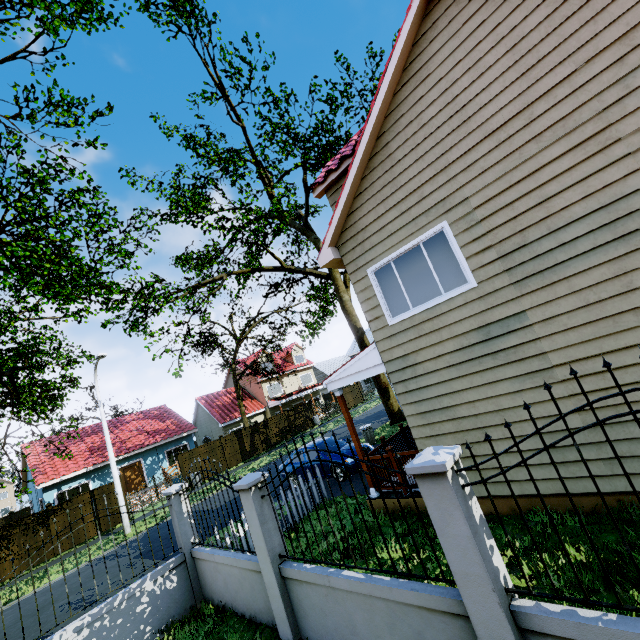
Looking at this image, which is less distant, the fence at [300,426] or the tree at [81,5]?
the tree at [81,5]

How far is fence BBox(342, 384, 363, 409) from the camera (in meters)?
36.12

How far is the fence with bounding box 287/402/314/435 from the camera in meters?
29.9

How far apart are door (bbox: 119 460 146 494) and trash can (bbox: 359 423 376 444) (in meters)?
18.47

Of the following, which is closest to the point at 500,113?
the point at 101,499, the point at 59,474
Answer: the point at 101,499

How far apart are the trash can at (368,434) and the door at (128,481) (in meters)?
18.47

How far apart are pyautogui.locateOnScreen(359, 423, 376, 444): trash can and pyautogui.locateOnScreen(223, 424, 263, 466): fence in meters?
13.3

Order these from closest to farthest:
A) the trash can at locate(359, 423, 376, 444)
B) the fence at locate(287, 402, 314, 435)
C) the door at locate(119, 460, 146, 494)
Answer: the trash can at locate(359, 423, 376, 444)
the door at locate(119, 460, 146, 494)
the fence at locate(287, 402, 314, 435)
